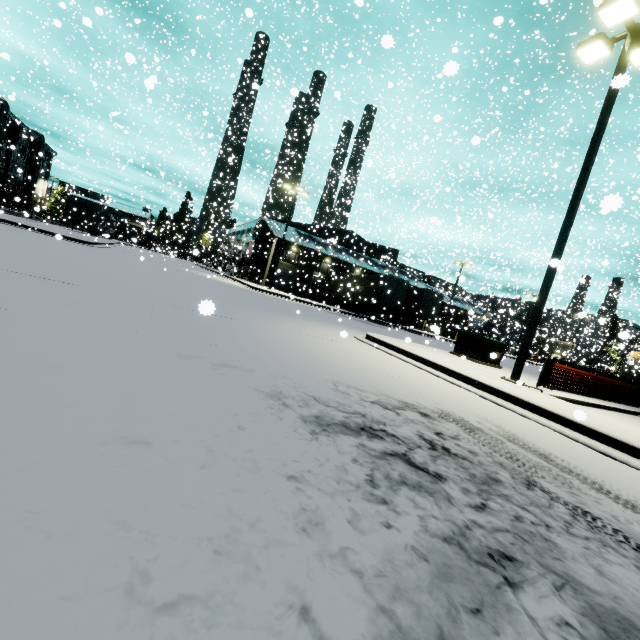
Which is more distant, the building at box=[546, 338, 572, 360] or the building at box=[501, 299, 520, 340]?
the building at box=[546, 338, 572, 360]

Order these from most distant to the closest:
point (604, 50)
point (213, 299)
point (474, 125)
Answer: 1. point (474, 125)
2. point (213, 299)
3. point (604, 50)

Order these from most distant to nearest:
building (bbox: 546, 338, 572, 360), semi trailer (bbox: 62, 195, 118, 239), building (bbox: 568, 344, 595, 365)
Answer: building (bbox: 546, 338, 572, 360) < semi trailer (bbox: 62, 195, 118, 239) < building (bbox: 568, 344, 595, 365)

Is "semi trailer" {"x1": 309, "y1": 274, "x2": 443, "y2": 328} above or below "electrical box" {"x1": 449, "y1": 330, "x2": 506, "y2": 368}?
above

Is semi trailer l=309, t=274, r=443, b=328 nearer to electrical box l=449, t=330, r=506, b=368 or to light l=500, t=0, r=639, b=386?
electrical box l=449, t=330, r=506, b=368

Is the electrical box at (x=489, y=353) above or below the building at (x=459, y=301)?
below

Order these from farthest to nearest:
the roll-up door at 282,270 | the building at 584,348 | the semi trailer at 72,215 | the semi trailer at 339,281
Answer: the roll-up door at 282,270, the semi trailer at 72,215, the building at 584,348, the semi trailer at 339,281

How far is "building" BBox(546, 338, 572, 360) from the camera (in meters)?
37.66
